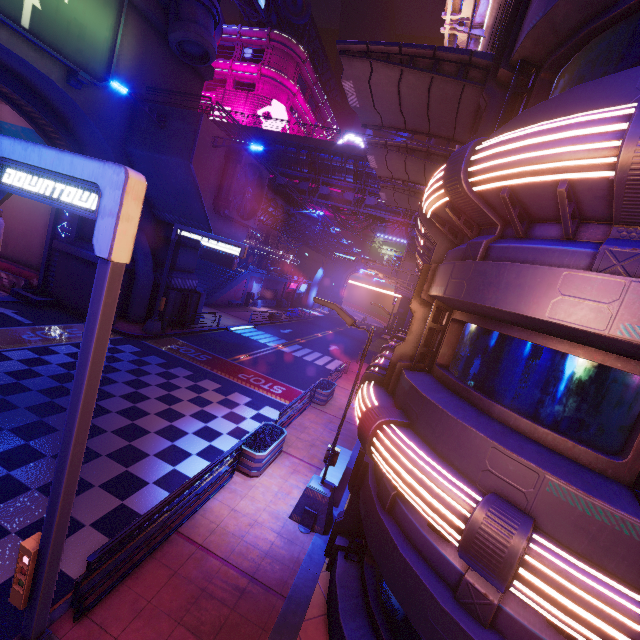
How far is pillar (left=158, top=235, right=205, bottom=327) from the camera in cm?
2272

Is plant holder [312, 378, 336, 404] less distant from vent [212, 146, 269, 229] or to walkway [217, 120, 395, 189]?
vent [212, 146, 269, 229]

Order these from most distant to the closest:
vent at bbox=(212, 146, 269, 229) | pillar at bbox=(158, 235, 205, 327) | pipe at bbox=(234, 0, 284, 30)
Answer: pipe at bbox=(234, 0, 284, 30) → pillar at bbox=(158, 235, 205, 327) → vent at bbox=(212, 146, 269, 229)

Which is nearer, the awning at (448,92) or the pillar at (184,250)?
the awning at (448,92)

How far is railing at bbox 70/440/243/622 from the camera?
5.4m

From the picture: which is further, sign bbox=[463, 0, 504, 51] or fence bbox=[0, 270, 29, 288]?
fence bbox=[0, 270, 29, 288]

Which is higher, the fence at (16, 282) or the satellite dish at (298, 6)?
the satellite dish at (298, 6)

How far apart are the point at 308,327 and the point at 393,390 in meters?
35.6
